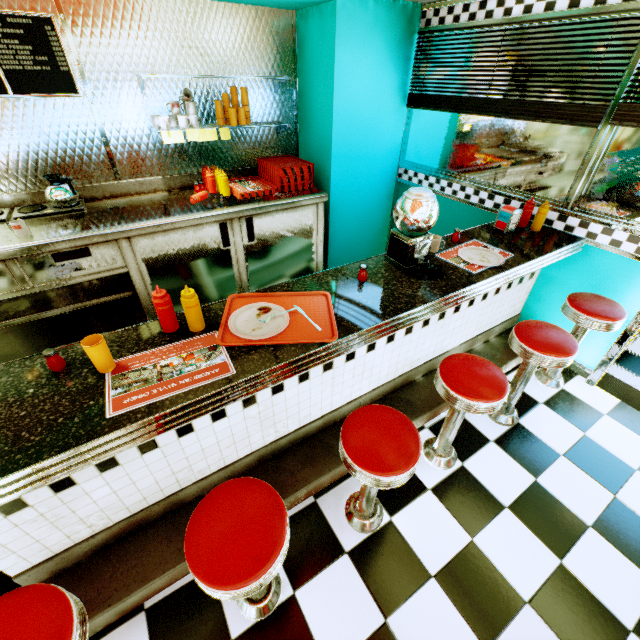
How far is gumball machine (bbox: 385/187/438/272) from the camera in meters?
1.8 m

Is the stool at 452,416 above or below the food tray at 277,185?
below

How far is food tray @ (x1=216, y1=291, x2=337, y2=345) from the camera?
1.5 meters

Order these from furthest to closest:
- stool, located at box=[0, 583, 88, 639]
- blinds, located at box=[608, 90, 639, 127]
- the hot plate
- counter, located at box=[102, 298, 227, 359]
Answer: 1. the hot plate
2. blinds, located at box=[608, 90, 639, 127]
3. counter, located at box=[102, 298, 227, 359]
4. stool, located at box=[0, 583, 88, 639]

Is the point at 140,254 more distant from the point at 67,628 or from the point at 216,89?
the point at 67,628

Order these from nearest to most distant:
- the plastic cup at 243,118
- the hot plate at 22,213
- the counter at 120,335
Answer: the counter at 120,335
the hot plate at 22,213
the plastic cup at 243,118

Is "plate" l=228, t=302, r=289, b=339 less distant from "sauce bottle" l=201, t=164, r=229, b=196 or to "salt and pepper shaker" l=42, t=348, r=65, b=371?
"salt and pepper shaker" l=42, t=348, r=65, b=371

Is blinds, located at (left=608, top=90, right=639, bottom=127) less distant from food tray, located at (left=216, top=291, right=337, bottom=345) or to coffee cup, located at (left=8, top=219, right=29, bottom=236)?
food tray, located at (left=216, top=291, right=337, bottom=345)
